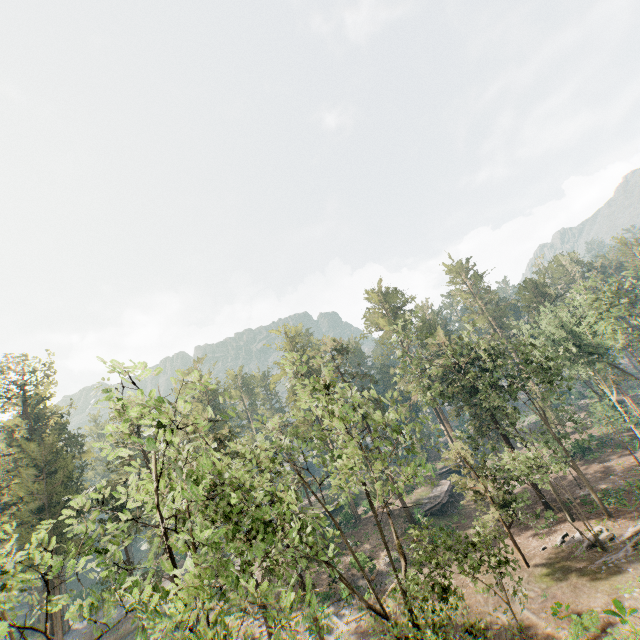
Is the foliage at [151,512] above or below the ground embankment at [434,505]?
above

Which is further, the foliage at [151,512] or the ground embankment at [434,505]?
the ground embankment at [434,505]

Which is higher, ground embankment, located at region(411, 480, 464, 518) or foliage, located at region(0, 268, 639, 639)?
foliage, located at region(0, 268, 639, 639)

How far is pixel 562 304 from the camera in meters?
40.5 m

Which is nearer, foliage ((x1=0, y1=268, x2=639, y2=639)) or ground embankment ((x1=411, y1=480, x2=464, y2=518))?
foliage ((x1=0, y1=268, x2=639, y2=639))

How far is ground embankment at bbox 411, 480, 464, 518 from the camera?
41.53m
